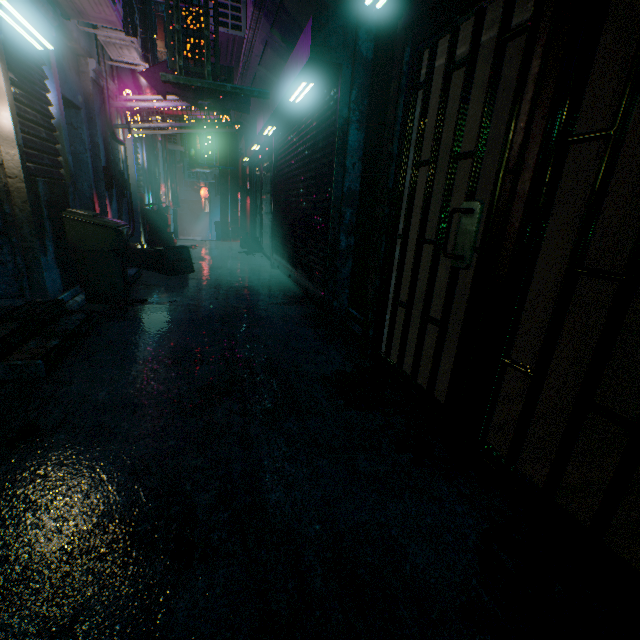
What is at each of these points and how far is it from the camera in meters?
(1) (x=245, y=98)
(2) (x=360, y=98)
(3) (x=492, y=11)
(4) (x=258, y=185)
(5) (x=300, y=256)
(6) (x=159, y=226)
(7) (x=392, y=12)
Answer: (1) sign, 3.6
(2) storefront, 3.0
(3) rolling door, 1.7
(4) storefront, 9.4
(5) rolling door, 4.6
(6) trash bin, 7.9
(7) rolling door, 2.1

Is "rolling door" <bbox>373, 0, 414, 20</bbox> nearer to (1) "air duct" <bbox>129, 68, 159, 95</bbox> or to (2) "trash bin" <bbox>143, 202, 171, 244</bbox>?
(1) "air duct" <bbox>129, 68, 159, 95</bbox>

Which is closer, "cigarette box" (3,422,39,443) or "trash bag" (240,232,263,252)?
"cigarette box" (3,422,39,443)

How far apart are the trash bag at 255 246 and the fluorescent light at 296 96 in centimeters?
527cm

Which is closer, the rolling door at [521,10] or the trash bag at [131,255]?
the rolling door at [521,10]

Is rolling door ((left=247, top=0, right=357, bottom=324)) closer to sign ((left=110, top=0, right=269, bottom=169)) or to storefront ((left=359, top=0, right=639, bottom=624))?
sign ((left=110, top=0, right=269, bottom=169))

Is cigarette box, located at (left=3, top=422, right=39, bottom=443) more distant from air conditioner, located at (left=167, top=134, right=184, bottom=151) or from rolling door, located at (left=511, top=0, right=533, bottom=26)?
air conditioner, located at (left=167, top=134, right=184, bottom=151)

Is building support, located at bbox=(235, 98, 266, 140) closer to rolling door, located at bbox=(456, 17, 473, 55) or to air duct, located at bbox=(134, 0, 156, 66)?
rolling door, located at bbox=(456, 17, 473, 55)
